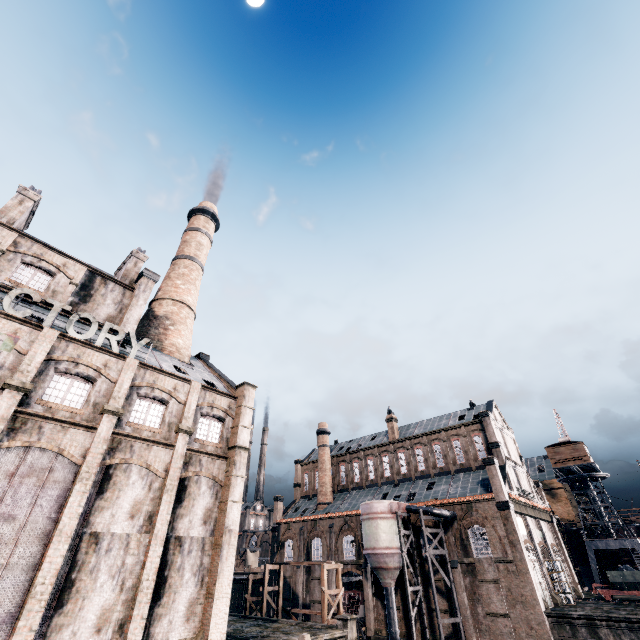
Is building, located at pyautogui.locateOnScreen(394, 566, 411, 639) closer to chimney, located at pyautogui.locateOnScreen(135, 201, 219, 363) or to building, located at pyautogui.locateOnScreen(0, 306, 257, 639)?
building, located at pyautogui.locateOnScreen(0, 306, 257, 639)

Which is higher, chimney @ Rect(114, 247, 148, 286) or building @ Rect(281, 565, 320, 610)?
chimney @ Rect(114, 247, 148, 286)

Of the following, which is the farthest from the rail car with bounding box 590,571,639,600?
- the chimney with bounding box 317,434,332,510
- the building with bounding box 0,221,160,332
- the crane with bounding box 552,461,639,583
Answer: the building with bounding box 0,221,160,332

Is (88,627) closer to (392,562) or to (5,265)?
(5,265)

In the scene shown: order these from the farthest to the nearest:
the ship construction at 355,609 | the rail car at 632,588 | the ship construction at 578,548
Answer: the ship construction at 578,548 < the ship construction at 355,609 < the rail car at 632,588

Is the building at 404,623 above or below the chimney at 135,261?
below

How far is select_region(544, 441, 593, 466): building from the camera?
47.23m

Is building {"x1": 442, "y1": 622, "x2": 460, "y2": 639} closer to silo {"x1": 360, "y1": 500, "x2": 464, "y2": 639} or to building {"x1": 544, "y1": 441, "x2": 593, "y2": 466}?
silo {"x1": 360, "y1": 500, "x2": 464, "y2": 639}
